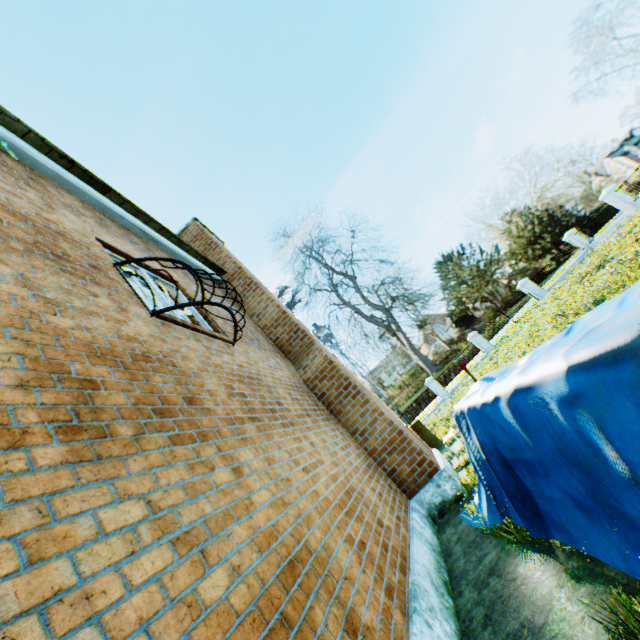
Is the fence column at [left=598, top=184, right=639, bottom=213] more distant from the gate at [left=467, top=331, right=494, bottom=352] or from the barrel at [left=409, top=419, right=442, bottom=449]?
the barrel at [left=409, top=419, right=442, bottom=449]

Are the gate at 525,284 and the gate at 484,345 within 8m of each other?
yes

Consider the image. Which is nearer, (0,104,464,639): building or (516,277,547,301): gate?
(0,104,464,639): building

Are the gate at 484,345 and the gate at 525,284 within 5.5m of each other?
yes

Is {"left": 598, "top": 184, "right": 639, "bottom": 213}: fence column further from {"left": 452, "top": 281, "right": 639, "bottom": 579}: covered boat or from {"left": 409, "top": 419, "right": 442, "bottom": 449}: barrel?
{"left": 452, "top": 281, "right": 639, "bottom": 579}: covered boat

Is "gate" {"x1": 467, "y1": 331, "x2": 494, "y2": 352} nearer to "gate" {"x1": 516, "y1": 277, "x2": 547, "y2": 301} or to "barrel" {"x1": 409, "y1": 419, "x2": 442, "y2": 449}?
"gate" {"x1": 516, "y1": 277, "x2": 547, "y2": 301}

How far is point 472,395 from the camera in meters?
3.5

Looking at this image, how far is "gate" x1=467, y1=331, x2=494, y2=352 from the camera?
25.9 meters
